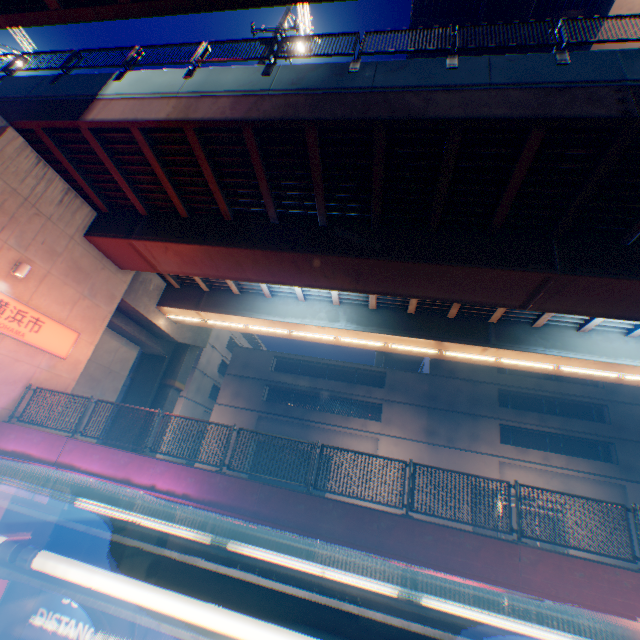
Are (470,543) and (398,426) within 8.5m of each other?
no

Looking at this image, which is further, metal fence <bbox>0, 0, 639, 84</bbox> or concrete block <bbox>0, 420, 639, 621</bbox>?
metal fence <bbox>0, 0, 639, 84</bbox>

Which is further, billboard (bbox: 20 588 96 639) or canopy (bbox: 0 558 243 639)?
billboard (bbox: 20 588 96 639)

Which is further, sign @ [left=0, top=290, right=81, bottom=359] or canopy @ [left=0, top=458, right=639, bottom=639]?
sign @ [left=0, top=290, right=81, bottom=359]

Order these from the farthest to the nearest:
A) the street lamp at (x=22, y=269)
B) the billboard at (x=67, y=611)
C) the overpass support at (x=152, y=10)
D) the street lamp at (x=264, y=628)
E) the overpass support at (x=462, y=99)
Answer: the street lamp at (x=22, y=269)
the overpass support at (x=462, y=99)
the billboard at (x=67, y=611)
the overpass support at (x=152, y=10)
the street lamp at (x=264, y=628)

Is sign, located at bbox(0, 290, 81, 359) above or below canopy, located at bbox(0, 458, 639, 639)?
above

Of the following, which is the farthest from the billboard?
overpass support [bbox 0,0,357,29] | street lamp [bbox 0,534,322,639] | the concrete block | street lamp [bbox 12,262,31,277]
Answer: overpass support [bbox 0,0,357,29]

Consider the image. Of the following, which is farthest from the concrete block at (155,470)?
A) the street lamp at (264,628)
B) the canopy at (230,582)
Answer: the street lamp at (264,628)
